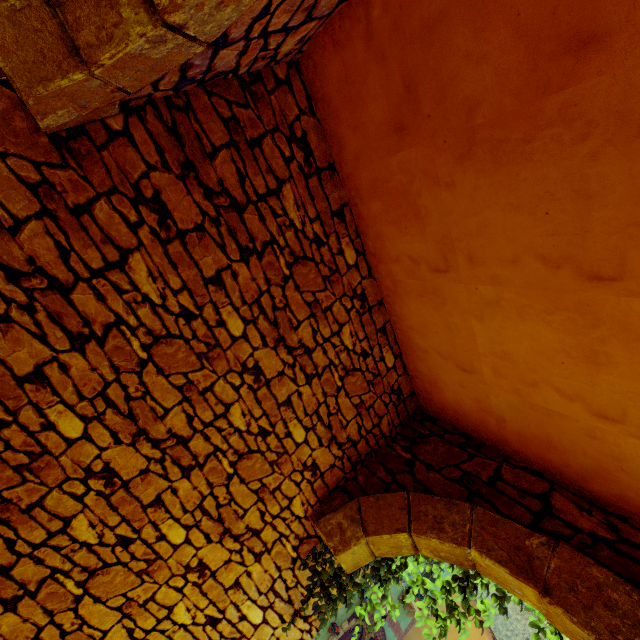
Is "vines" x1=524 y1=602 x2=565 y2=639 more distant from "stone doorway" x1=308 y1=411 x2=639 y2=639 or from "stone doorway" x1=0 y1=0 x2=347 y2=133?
"stone doorway" x1=0 y1=0 x2=347 y2=133

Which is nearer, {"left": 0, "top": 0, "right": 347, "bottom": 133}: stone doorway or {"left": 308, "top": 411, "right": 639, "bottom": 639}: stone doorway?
{"left": 0, "top": 0, "right": 347, "bottom": 133}: stone doorway

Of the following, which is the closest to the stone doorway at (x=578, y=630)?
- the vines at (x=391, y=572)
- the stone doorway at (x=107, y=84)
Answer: the vines at (x=391, y=572)

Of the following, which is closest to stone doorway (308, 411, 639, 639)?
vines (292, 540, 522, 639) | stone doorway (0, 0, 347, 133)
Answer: vines (292, 540, 522, 639)

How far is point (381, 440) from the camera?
3.7 meters

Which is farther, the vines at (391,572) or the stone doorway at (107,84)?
the vines at (391,572)
